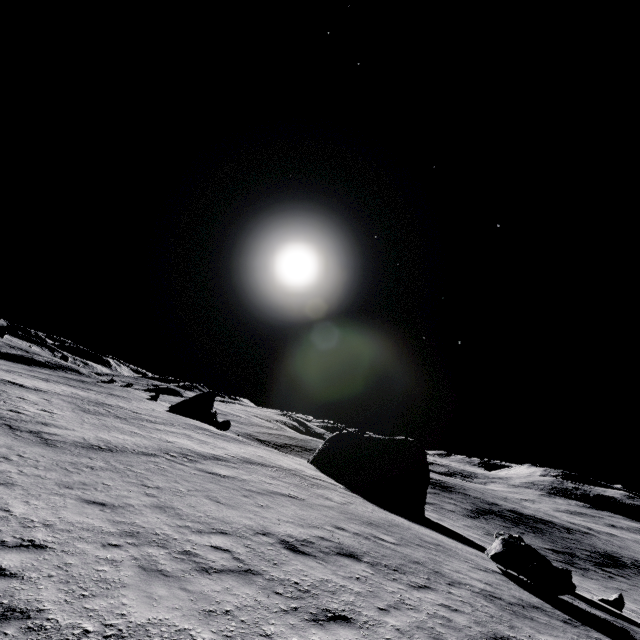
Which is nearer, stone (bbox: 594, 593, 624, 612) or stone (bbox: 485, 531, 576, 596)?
stone (bbox: 485, 531, 576, 596)

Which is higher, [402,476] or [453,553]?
[402,476]

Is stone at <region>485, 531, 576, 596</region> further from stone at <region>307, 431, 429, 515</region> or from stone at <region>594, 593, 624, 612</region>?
stone at <region>594, 593, 624, 612</region>

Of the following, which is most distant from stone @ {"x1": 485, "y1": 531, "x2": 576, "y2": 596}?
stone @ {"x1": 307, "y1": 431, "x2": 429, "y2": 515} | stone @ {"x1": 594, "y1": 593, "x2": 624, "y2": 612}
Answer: stone @ {"x1": 594, "y1": 593, "x2": 624, "y2": 612}

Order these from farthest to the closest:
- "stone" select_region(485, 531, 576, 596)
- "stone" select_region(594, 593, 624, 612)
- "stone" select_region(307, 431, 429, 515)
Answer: "stone" select_region(307, 431, 429, 515) → "stone" select_region(594, 593, 624, 612) → "stone" select_region(485, 531, 576, 596)

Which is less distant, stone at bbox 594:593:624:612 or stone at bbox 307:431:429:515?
stone at bbox 594:593:624:612

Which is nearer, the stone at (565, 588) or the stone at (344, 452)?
the stone at (565, 588)

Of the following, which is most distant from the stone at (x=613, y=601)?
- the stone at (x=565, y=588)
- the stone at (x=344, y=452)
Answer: the stone at (x=565, y=588)
